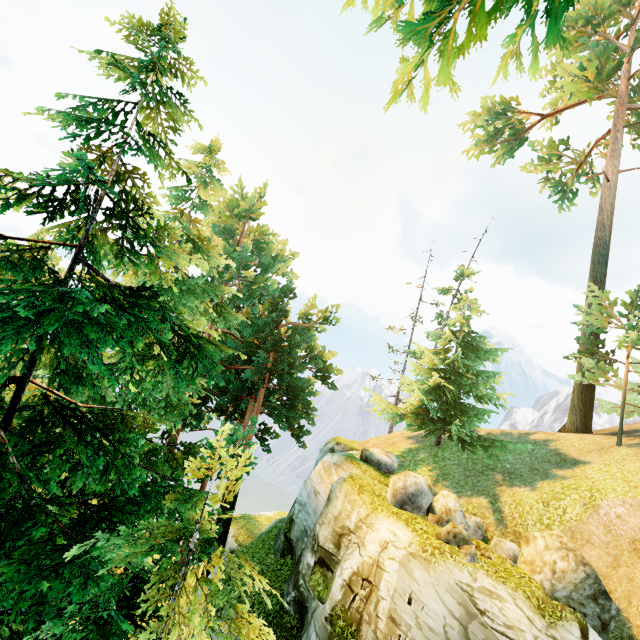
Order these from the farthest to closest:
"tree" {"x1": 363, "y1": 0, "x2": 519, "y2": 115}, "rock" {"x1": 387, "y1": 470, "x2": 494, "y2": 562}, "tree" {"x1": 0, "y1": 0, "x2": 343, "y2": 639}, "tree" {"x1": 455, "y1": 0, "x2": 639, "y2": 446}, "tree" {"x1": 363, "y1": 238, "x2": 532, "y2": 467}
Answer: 1. "tree" {"x1": 363, "y1": 238, "x2": 532, "y2": 467}
2. "rock" {"x1": 387, "y1": 470, "x2": 494, "y2": 562}
3. "tree" {"x1": 455, "y1": 0, "x2": 639, "y2": 446}
4. "tree" {"x1": 363, "y1": 0, "x2": 519, "y2": 115}
5. "tree" {"x1": 0, "y1": 0, "x2": 343, "y2": 639}

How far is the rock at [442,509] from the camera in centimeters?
1001cm

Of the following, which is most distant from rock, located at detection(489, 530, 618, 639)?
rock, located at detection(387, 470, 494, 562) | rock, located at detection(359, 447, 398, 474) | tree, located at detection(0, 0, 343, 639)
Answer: tree, located at detection(0, 0, 343, 639)

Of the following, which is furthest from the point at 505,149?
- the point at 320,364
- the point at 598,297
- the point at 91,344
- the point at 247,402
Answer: the point at 91,344

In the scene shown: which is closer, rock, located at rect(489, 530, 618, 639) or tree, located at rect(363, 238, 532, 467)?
rock, located at rect(489, 530, 618, 639)

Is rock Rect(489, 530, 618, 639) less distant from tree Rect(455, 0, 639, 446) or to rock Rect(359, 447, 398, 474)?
rock Rect(359, 447, 398, 474)

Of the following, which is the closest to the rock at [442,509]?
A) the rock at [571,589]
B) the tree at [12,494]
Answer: the rock at [571,589]

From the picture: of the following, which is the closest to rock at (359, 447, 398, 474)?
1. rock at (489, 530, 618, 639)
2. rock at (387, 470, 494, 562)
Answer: rock at (387, 470, 494, 562)
